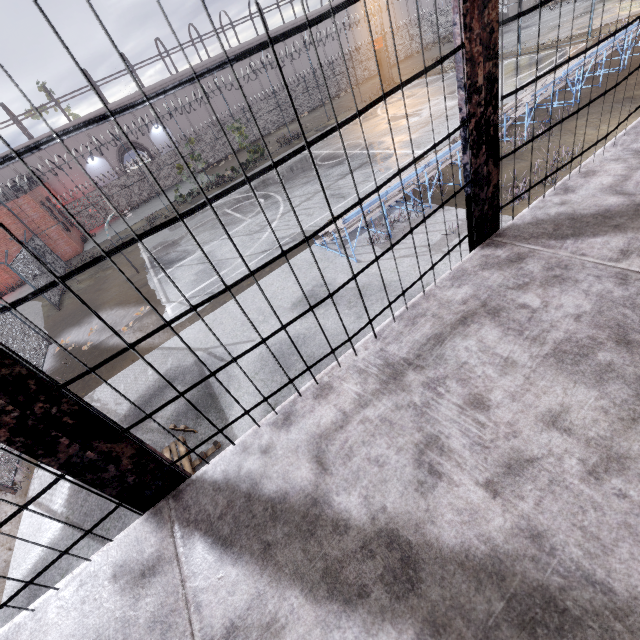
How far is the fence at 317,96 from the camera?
26.43m

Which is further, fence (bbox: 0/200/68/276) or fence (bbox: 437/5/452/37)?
Result: fence (bbox: 437/5/452/37)

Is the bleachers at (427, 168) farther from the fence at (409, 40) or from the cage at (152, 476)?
the cage at (152, 476)

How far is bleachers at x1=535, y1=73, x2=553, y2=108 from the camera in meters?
10.9 m

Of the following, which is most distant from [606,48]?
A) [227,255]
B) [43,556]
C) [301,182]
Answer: [43,556]

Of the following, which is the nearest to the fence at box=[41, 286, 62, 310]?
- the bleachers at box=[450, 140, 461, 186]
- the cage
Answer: the cage

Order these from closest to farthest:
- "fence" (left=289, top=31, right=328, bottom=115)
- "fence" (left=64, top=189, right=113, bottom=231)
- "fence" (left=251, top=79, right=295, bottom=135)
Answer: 1. "fence" (left=64, top=189, right=113, bottom=231)
2. "fence" (left=289, top=31, right=328, bottom=115)
3. "fence" (left=251, top=79, right=295, bottom=135)

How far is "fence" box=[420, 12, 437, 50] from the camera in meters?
39.6
